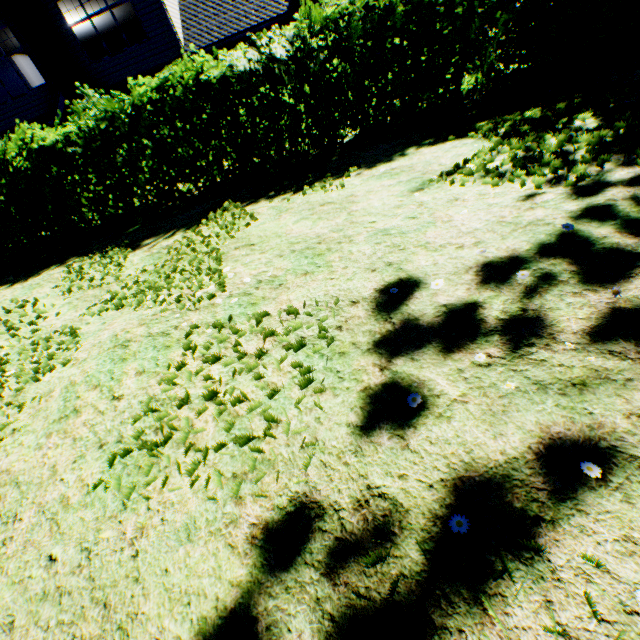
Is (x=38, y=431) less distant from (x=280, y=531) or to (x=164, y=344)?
(x=164, y=344)

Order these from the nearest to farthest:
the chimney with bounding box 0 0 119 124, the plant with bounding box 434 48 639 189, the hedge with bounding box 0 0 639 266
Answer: the plant with bounding box 434 48 639 189, the hedge with bounding box 0 0 639 266, the chimney with bounding box 0 0 119 124

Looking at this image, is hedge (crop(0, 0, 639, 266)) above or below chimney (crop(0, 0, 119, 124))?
below

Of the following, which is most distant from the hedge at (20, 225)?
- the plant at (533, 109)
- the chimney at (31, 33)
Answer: the plant at (533, 109)

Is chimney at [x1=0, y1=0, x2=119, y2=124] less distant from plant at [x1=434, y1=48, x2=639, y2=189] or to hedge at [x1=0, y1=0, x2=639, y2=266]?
hedge at [x1=0, y1=0, x2=639, y2=266]

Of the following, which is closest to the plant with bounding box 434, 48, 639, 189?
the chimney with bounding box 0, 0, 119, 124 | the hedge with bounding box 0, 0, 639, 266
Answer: the hedge with bounding box 0, 0, 639, 266

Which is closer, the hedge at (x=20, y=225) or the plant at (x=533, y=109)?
the plant at (x=533, y=109)
